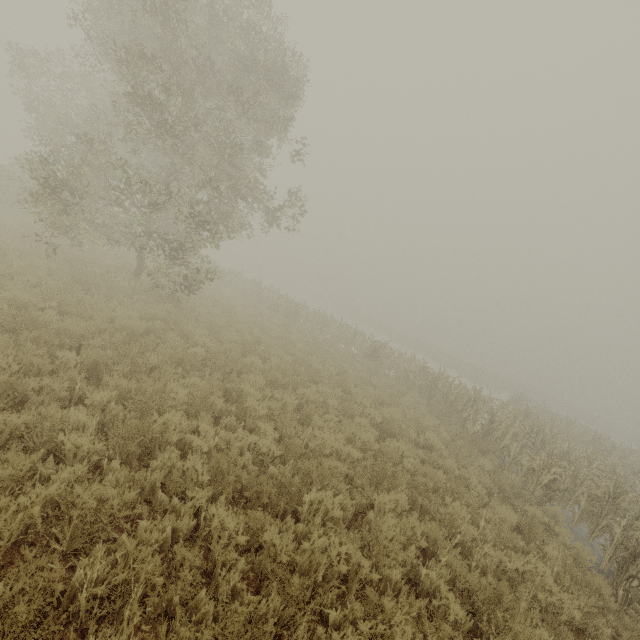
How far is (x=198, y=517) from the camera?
4.24m
